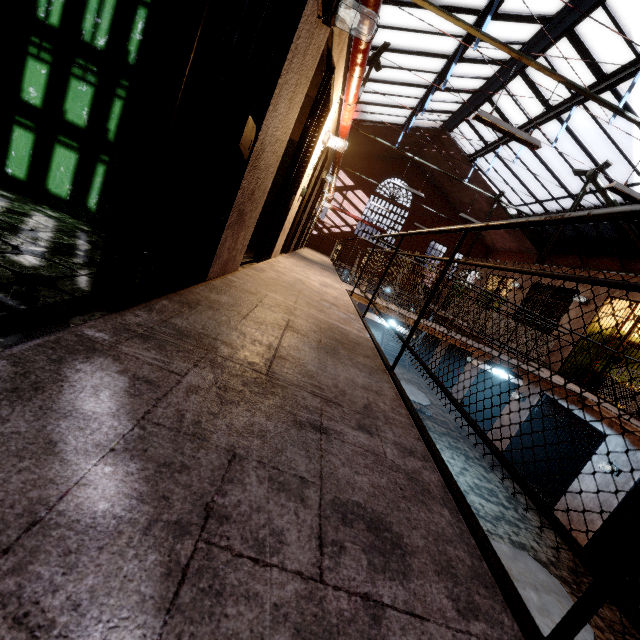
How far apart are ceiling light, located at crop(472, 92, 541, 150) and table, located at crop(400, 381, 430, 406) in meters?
6.1

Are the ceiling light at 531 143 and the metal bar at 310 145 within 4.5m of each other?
yes

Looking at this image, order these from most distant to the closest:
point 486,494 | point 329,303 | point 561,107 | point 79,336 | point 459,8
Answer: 1. point 561,107
2. point 459,8
3. point 486,494
4. point 329,303
5. point 79,336

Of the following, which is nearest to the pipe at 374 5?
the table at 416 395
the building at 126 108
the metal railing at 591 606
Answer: the building at 126 108

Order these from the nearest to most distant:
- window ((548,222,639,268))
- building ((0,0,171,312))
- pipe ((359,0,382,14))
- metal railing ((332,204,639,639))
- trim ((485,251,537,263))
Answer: metal railing ((332,204,639,639)) < building ((0,0,171,312)) < pipe ((359,0,382,14)) < window ((548,222,639,268)) < trim ((485,251,537,263))

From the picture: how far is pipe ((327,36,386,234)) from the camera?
3.37m

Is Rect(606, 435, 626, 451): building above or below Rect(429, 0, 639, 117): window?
below

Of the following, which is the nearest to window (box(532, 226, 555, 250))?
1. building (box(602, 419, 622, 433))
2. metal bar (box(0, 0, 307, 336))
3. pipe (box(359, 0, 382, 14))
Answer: pipe (box(359, 0, 382, 14))
